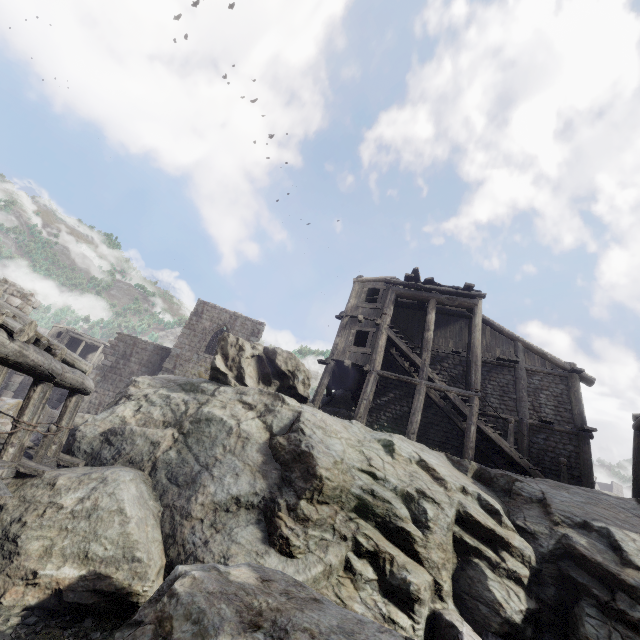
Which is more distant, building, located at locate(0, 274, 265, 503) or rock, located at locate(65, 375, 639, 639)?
rock, located at locate(65, 375, 639, 639)

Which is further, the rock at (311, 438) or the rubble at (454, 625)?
the rock at (311, 438)

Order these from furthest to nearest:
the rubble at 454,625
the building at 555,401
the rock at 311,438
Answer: the building at 555,401 → the rock at 311,438 → the rubble at 454,625

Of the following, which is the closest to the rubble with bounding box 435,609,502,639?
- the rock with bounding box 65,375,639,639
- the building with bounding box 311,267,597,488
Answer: the rock with bounding box 65,375,639,639

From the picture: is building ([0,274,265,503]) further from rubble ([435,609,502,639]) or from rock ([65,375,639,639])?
rubble ([435,609,502,639])

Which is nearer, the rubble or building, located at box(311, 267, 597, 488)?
the rubble

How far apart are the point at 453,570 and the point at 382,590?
2.28m

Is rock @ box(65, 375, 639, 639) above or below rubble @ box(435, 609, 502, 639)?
above
